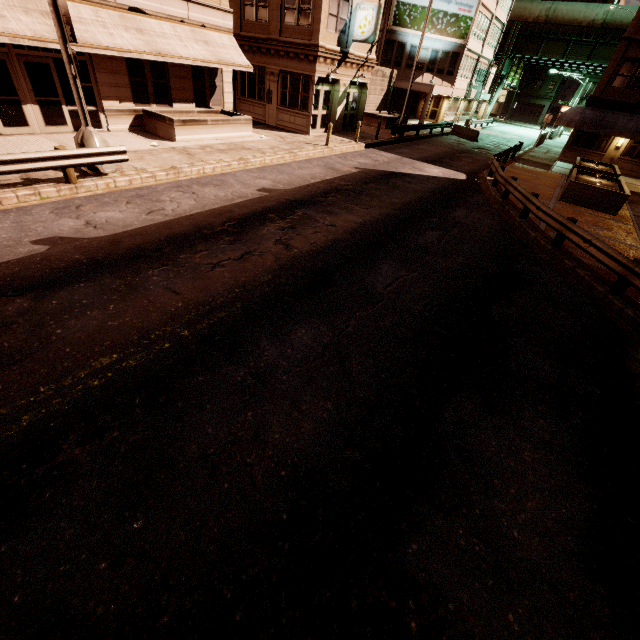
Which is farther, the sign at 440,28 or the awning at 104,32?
the sign at 440,28

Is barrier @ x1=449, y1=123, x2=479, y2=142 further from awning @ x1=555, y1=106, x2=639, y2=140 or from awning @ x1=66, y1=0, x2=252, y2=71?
awning @ x1=66, y1=0, x2=252, y2=71

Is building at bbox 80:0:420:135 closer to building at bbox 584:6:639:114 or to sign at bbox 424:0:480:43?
sign at bbox 424:0:480:43

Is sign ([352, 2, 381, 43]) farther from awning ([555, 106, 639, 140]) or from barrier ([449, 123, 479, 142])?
awning ([555, 106, 639, 140])

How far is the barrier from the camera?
31.7 meters

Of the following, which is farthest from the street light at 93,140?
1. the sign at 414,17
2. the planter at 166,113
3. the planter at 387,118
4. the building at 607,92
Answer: the sign at 414,17

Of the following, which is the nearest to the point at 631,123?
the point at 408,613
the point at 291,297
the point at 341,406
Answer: the point at 291,297

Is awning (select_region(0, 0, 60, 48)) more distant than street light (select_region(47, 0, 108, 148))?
Yes
